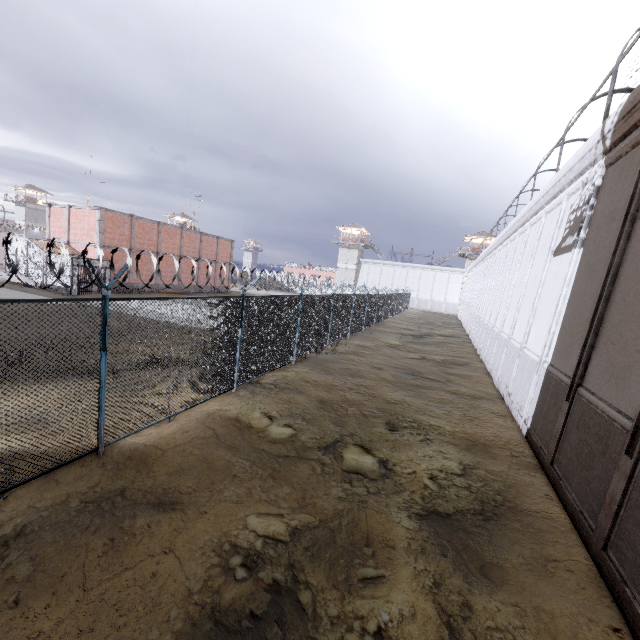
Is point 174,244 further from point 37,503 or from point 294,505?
point 294,505

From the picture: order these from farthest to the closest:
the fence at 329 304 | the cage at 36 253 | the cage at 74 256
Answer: the cage at 36 253 → the cage at 74 256 → the fence at 329 304

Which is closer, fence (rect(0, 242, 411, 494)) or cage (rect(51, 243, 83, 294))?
fence (rect(0, 242, 411, 494))

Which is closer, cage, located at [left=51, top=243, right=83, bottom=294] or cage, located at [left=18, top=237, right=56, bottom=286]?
cage, located at [left=51, top=243, right=83, bottom=294]

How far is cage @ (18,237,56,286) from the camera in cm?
2517

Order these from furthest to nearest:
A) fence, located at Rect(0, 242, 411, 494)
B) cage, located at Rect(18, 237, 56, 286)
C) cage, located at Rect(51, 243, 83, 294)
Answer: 1. cage, located at Rect(18, 237, 56, 286)
2. cage, located at Rect(51, 243, 83, 294)
3. fence, located at Rect(0, 242, 411, 494)

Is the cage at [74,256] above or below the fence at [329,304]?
above

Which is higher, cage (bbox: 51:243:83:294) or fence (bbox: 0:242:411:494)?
cage (bbox: 51:243:83:294)
